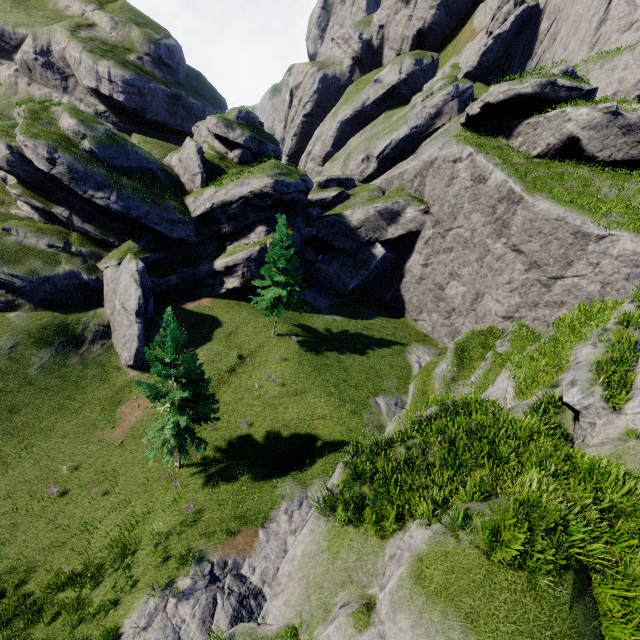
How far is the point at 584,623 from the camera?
6.5m

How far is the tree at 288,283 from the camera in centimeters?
2517cm

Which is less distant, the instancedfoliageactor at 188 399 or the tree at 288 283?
the instancedfoliageactor at 188 399

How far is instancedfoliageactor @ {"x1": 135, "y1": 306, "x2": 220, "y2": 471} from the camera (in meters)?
14.96

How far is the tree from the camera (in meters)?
25.17

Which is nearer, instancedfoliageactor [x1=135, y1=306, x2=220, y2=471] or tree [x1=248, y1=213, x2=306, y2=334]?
instancedfoliageactor [x1=135, y1=306, x2=220, y2=471]
